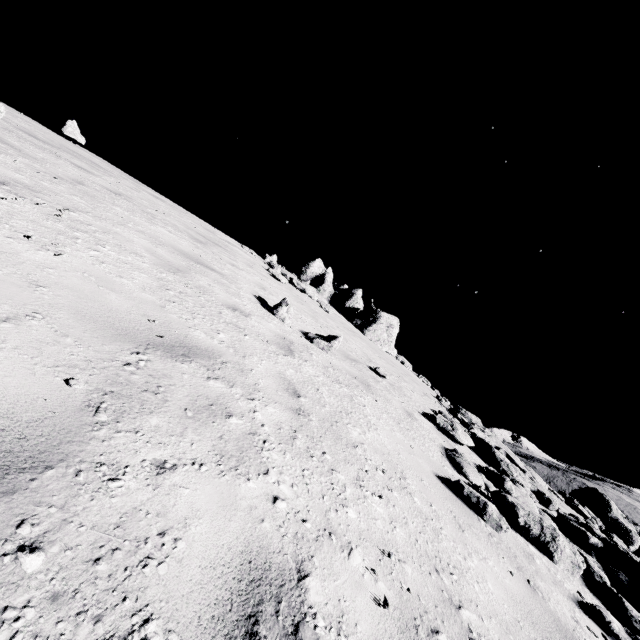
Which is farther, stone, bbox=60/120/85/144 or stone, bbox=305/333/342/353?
stone, bbox=60/120/85/144

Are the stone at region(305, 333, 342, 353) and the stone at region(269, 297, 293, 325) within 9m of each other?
yes

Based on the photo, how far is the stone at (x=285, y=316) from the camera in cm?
672

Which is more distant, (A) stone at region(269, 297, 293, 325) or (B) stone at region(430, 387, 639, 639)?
(A) stone at region(269, 297, 293, 325)

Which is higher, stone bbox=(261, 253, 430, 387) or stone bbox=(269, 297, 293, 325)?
stone bbox=(261, 253, 430, 387)

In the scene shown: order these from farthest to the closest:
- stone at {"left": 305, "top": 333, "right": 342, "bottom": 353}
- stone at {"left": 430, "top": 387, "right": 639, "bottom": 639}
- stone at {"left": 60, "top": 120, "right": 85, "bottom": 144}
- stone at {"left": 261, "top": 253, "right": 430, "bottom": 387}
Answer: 1. stone at {"left": 261, "top": 253, "right": 430, "bottom": 387}
2. stone at {"left": 60, "top": 120, "right": 85, "bottom": 144}
3. stone at {"left": 305, "top": 333, "right": 342, "bottom": 353}
4. stone at {"left": 430, "top": 387, "right": 639, "bottom": 639}

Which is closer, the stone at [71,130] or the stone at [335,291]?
the stone at [71,130]

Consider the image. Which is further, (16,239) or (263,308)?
(263,308)
